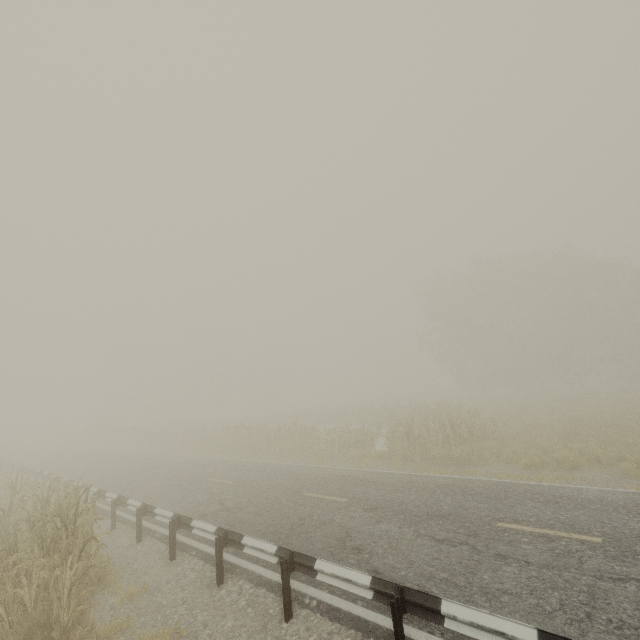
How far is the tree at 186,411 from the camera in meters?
57.8 m

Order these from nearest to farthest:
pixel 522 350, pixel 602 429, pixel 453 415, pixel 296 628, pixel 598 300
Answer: pixel 296 628, pixel 602 429, pixel 453 415, pixel 598 300, pixel 522 350

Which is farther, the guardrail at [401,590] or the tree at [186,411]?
the tree at [186,411]

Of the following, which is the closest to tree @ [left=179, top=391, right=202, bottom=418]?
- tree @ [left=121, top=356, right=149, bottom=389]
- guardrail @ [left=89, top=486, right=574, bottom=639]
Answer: tree @ [left=121, top=356, right=149, bottom=389]

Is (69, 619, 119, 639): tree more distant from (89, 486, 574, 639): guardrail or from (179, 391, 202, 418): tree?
(179, 391, 202, 418): tree

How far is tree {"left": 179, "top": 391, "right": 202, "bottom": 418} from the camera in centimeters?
5784cm

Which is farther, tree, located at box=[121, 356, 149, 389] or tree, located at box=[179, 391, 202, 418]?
tree, located at box=[179, 391, 202, 418]
